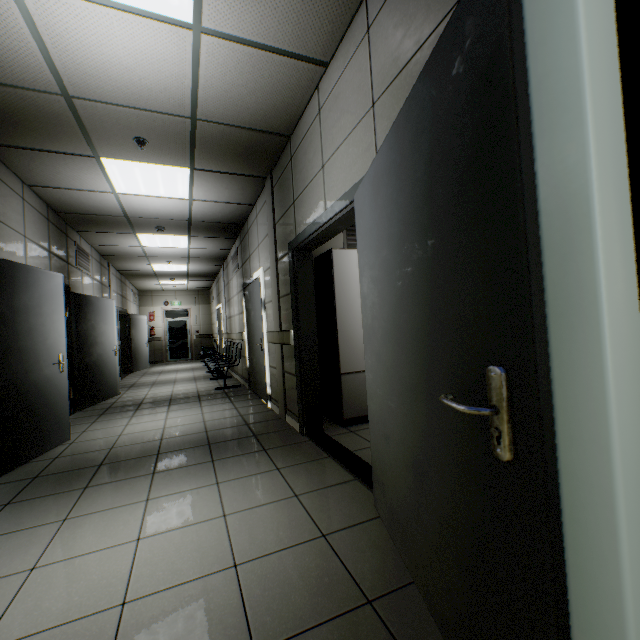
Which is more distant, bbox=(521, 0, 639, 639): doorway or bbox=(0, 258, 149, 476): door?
bbox=(0, 258, 149, 476): door

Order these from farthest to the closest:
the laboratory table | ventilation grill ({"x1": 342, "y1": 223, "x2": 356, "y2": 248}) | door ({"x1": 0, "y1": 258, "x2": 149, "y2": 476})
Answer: ventilation grill ({"x1": 342, "y1": 223, "x2": 356, "y2": 248}) → the laboratory table → door ({"x1": 0, "y1": 258, "x2": 149, "y2": 476})

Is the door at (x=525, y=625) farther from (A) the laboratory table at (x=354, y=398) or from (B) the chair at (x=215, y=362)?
(B) the chair at (x=215, y=362)

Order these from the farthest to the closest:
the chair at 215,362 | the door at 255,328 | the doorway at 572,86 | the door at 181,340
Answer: the door at 181,340 → the chair at 215,362 → the door at 255,328 → the doorway at 572,86

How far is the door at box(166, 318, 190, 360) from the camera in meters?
14.8 m

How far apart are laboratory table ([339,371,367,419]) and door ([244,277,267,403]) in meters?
1.8 m

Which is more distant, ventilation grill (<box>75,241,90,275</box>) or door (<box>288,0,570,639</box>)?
ventilation grill (<box>75,241,90,275</box>)

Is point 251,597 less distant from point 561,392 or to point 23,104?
point 561,392
